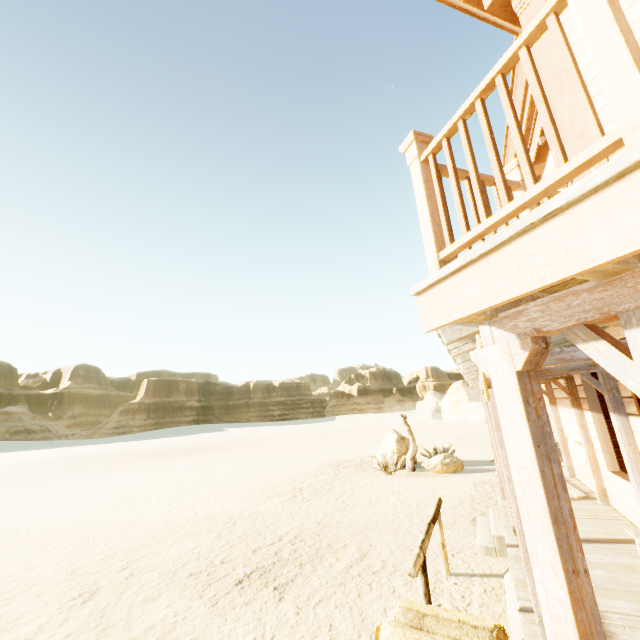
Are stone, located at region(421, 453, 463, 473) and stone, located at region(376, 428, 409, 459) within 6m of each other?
yes

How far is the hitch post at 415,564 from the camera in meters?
3.7 m

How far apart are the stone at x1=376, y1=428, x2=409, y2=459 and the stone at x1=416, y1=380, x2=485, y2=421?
31.8 meters

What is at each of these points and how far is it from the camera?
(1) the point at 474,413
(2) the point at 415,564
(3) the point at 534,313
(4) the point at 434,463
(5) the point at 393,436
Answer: (1) stone, 40.3 meters
(2) hitch post, 3.6 meters
(3) building, 1.7 meters
(4) stone, 13.0 meters
(5) stone, 14.9 meters

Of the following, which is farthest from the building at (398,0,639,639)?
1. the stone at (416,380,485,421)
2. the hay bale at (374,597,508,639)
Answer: the stone at (416,380,485,421)

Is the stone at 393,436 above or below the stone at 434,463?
above

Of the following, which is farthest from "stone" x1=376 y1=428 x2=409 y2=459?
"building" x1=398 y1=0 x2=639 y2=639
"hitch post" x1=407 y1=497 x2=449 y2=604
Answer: "hitch post" x1=407 y1=497 x2=449 y2=604

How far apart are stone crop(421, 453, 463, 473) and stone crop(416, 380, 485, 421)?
33.5m
